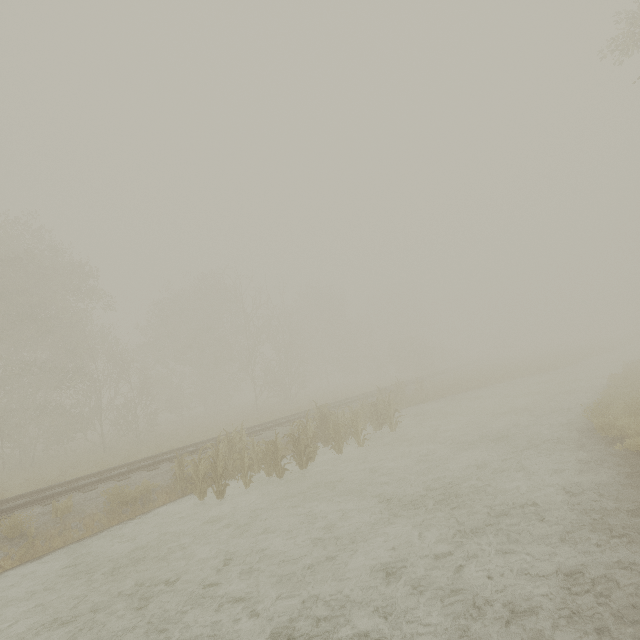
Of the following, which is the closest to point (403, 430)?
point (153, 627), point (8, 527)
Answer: point (153, 627)

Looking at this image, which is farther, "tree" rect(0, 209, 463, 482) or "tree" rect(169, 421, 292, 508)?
"tree" rect(0, 209, 463, 482)

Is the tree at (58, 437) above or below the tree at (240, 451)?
above

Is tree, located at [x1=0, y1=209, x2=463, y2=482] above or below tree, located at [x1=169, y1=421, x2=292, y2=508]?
above

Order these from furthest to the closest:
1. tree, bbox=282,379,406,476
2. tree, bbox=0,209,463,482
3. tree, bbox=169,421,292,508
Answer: tree, bbox=0,209,463,482, tree, bbox=282,379,406,476, tree, bbox=169,421,292,508

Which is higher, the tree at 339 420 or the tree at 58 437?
the tree at 58 437

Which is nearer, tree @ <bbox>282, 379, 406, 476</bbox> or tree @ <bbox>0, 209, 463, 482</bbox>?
tree @ <bbox>282, 379, 406, 476</bbox>
